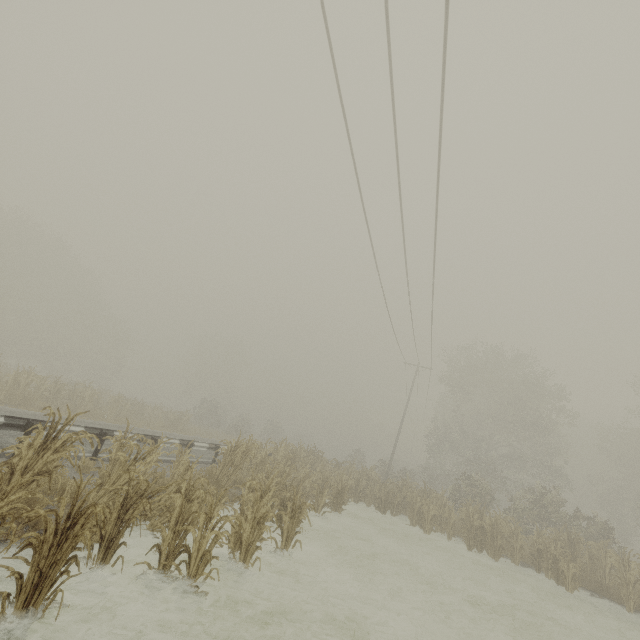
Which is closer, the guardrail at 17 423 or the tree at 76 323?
the tree at 76 323

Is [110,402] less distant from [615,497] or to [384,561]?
[384,561]

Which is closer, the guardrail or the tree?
the tree
